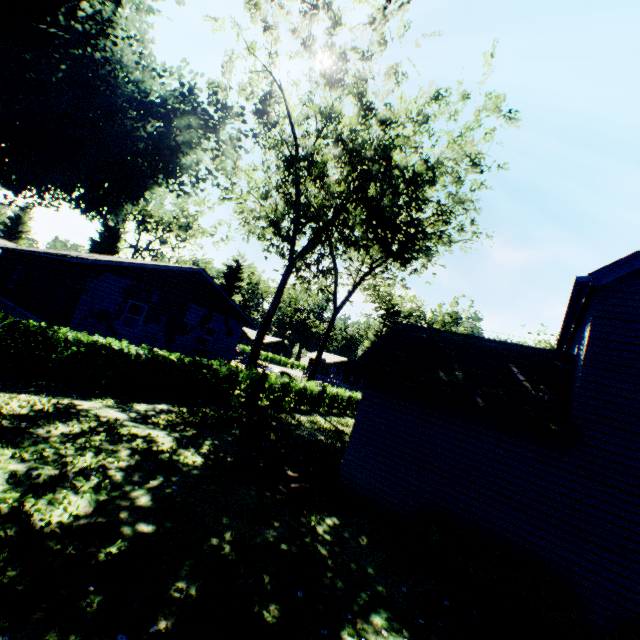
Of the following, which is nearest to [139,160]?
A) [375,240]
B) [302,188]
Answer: [302,188]

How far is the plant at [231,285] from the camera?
48.6m

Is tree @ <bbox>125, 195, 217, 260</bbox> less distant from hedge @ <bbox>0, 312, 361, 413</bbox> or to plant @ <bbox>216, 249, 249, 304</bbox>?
plant @ <bbox>216, 249, 249, 304</bbox>

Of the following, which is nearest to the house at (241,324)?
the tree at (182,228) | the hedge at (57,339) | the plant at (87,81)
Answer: the plant at (87,81)

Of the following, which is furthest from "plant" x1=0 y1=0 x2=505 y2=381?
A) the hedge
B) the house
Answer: the house

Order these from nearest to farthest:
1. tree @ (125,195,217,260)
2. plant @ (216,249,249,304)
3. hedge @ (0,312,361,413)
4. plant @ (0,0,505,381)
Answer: hedge @ (0,312,361,413) → plant @ (0,0,505,381) → tree @ (125,195,217,260) → plant @ (216,249,249,304)

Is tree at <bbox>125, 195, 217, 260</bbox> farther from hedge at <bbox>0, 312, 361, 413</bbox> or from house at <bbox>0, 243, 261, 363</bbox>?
hedge at <bbox>0, 312, 361, 413</bbox>
